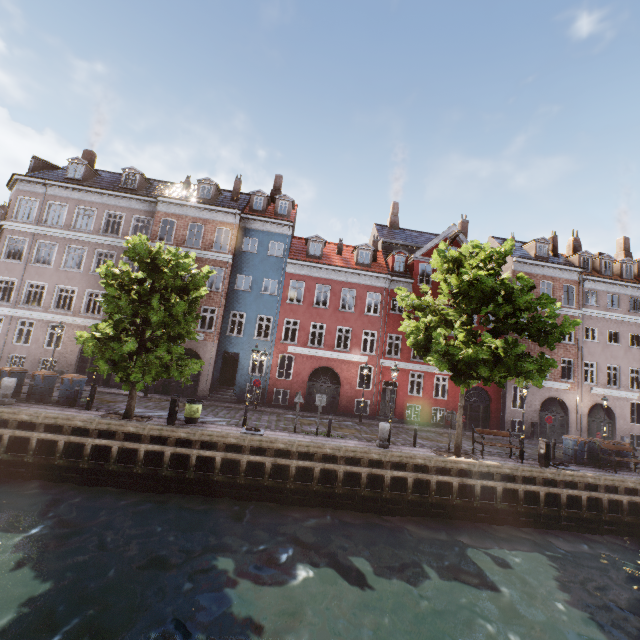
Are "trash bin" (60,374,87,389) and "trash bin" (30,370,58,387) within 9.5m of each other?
yes

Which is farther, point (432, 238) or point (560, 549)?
point (432, 238)

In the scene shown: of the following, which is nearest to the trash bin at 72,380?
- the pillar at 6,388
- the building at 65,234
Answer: the pillar at 6,388

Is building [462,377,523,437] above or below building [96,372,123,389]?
above

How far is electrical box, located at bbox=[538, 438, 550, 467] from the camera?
14.8m

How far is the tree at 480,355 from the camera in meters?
12.8 m

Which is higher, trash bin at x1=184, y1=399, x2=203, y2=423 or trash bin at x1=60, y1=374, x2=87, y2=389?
trash bin at x1=60, y1=374, x2=87, y2=389

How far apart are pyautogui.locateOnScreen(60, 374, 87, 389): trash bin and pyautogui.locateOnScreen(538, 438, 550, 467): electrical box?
22.1m
